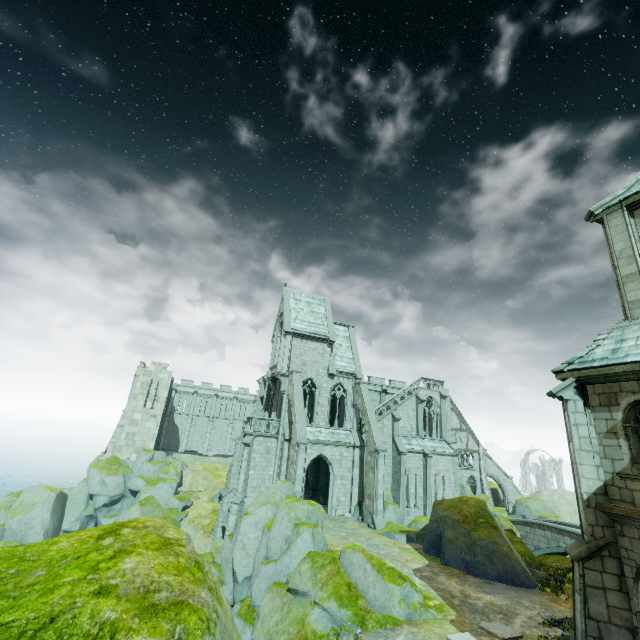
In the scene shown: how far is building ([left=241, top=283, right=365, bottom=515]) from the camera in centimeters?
2795cm

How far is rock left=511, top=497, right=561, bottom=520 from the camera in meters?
33.4 m

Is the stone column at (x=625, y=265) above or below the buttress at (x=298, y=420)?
above

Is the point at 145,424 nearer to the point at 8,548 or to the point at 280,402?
the point at 280,402

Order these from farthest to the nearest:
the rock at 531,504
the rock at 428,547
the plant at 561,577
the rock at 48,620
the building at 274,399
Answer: the rock at 531,504 → the building at 274,399 → the rock at 428,547 → the plant at 561,577 → the rock at 48,620

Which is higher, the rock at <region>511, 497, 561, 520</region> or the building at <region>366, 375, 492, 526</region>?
the building at <region>366, 375, 492, 526</region>

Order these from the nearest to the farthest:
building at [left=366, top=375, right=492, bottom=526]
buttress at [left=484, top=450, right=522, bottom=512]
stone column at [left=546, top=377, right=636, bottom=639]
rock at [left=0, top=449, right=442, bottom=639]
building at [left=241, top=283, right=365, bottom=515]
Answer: rock at [left=0, top=449, right=442, bottom=639], stone column at [left=546, top=377, right=636, bottom=639], building at [left=241, top=283, right=365, bottom=515], building at [left=366, top=375, right=492, bottom=526], buttress at [left=484, top=450, right=522, bottom=512]

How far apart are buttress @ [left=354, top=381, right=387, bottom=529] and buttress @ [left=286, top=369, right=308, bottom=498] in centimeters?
590cm
